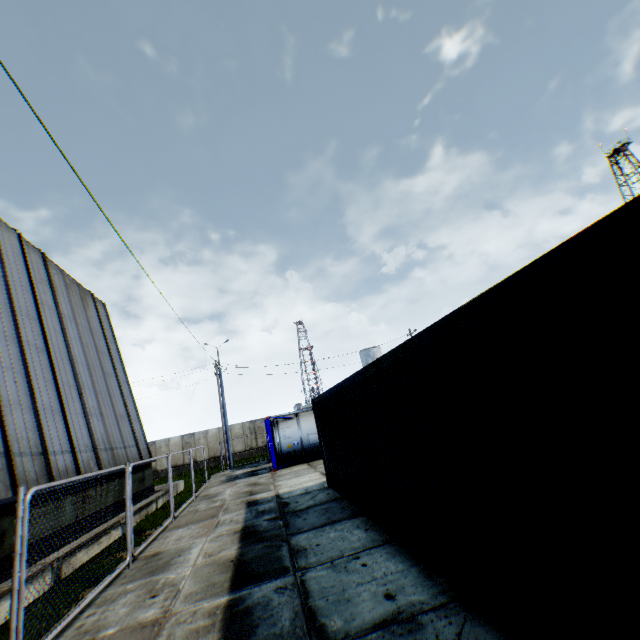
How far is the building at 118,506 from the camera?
8.0m

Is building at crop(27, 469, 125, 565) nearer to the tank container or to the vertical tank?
the tank container

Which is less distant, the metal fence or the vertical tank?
the metal fence

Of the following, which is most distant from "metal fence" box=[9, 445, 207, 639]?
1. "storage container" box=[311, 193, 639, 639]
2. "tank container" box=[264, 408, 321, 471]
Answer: "storage container" box=[311, 193, 639, 639]

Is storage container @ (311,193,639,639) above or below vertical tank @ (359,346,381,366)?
below

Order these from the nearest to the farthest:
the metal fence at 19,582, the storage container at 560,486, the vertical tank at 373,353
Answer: the storage container at 560,486
the metal fence at 19,582
the vertical tank at 373,353

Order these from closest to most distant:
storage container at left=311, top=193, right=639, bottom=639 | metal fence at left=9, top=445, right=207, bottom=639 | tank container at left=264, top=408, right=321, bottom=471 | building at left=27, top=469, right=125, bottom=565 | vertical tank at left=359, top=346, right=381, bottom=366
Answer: storage container at left=311, top=193, right=639, bottom=639, metal fence at left=9, top=445, right=207, bottom=639, building at left=27, top=469, right=125, bottom=565, tank container at left=264, top=408, right=321, bottom=471, vertical tank at left=359, top=346, right=381, bottom=366

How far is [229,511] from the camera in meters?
10.6 m
